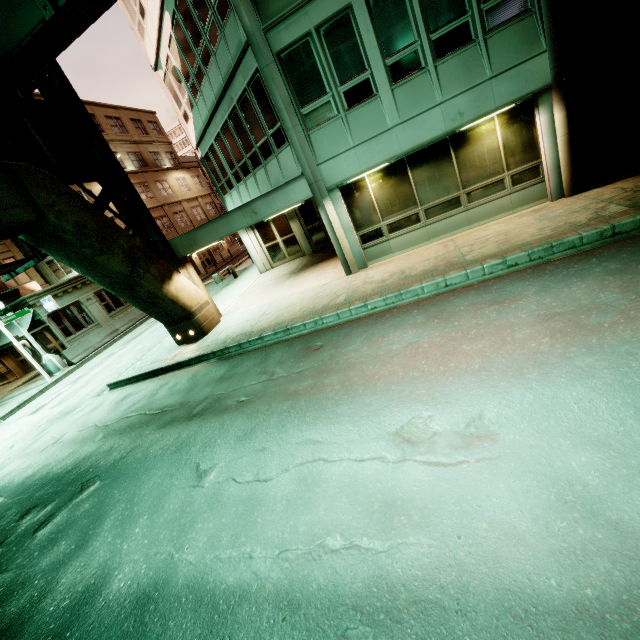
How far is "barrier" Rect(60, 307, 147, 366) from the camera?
19.50m

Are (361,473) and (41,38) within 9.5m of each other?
no

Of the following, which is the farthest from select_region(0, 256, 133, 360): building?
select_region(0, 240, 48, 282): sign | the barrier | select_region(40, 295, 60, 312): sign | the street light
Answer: select_region(0, 240, 48, 282): sign

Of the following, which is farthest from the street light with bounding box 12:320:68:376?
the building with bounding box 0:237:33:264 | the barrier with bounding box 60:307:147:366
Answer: the building with bounding box 0:237:33:264

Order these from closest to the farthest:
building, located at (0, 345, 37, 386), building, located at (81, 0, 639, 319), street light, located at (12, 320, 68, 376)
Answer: building, located at (81, 0, 639, 319), street light, located at (12, 320, 68, 376), building, located at (0, 345, 37, 386)

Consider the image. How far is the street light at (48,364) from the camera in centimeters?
1817cm

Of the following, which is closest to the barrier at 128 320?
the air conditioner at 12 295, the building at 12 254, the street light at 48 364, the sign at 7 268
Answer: the street light at 48 364

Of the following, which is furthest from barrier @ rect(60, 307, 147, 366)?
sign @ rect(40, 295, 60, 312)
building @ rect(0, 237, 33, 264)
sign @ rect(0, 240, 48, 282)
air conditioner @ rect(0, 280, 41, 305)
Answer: sign @ rect(0, 240, 48, 282)
